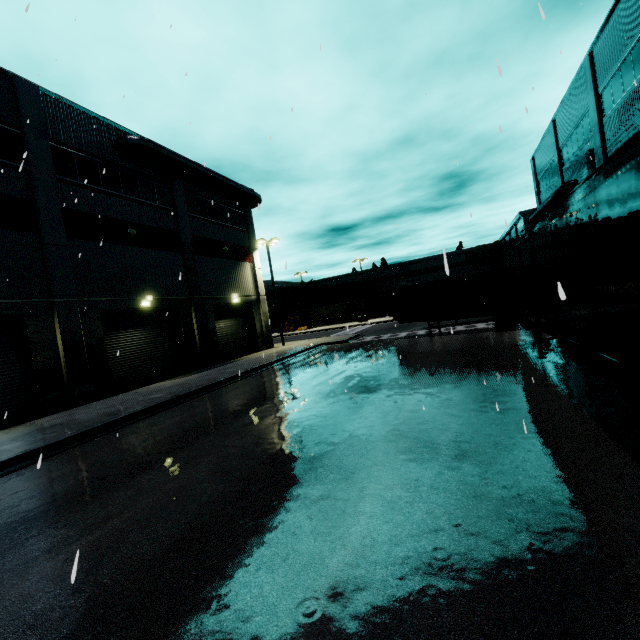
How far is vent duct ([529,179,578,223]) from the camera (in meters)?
23.55

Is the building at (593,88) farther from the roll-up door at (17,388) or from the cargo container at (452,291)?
the cargo container at (452,291)

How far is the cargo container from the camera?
18.69m

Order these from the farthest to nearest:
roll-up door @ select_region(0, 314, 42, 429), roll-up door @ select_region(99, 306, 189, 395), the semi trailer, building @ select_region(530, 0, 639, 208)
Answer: roll-up door @ select_region(99, 306, 189, 395) < building @ select_region(530, 0, 639, 208) < roll-up door @ select_region(0, 314, 42, 429) < the semi trailer

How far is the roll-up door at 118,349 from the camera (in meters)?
16.80

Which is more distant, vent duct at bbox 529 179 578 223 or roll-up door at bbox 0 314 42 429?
vent duct at bbox 529 179 578 223

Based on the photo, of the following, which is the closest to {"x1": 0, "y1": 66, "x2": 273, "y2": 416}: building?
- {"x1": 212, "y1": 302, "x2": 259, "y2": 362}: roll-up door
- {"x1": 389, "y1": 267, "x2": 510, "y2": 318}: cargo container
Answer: {"x1": 212, "y1": 302, "x2": 259, "y2": 362}: roll-up door

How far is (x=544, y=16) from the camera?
2.69m
